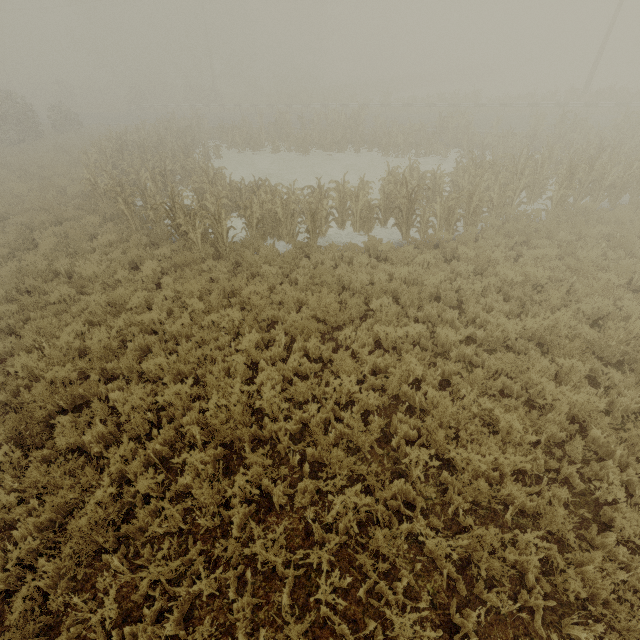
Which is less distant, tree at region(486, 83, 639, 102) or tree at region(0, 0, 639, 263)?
tree at region(0, 0, 639, 263)

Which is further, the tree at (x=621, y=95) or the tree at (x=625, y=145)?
the tree at (x=621, y=95)

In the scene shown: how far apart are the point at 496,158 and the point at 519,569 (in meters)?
19.27
